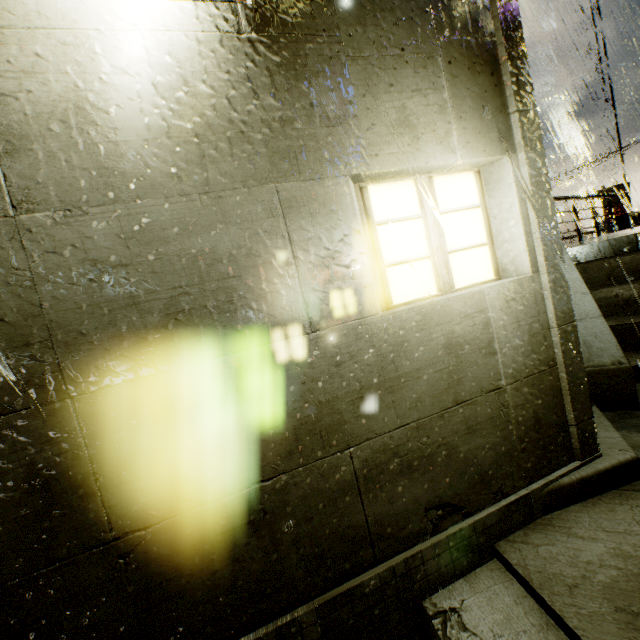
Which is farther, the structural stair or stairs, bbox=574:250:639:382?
stairs, bbox=574:250:639:382

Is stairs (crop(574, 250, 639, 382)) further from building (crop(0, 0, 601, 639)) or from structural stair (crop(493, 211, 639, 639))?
building (crop(0, 0, 601, 639))

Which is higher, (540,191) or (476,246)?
(540,191)

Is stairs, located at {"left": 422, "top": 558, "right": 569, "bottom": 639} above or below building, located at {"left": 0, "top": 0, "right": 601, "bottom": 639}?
below

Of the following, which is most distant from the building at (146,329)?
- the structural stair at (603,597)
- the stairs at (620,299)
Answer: the stairs at (620,299)

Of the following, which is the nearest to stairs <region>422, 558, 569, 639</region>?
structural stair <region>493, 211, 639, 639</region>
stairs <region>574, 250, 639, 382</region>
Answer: structural stair <region>493, 211, 639, 639</region>

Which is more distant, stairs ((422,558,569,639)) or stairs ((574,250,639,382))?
stairs ((574,250,639,382))

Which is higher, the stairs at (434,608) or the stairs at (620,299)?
the stairs at (620,299)
